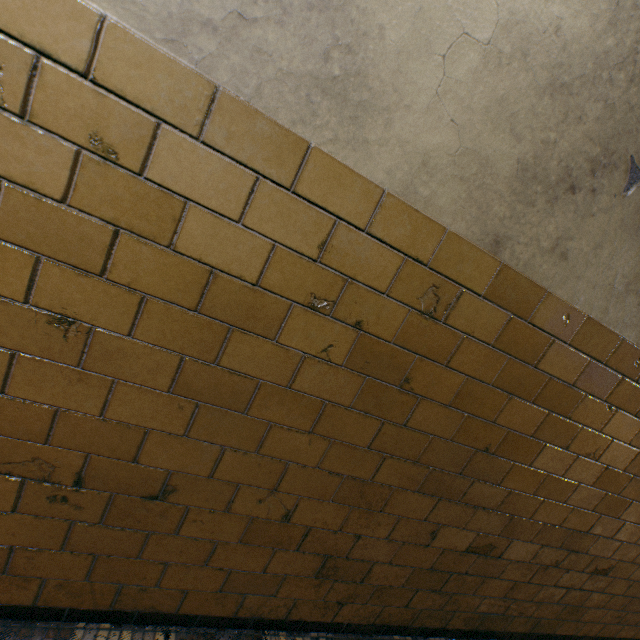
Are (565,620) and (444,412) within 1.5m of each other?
no
